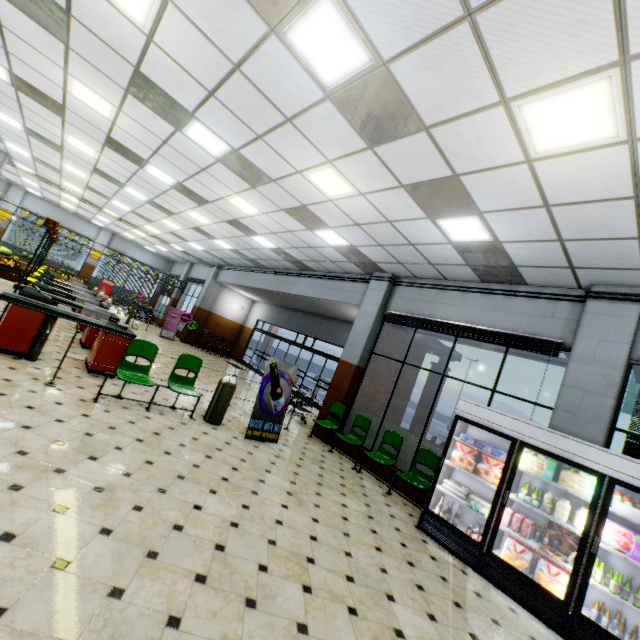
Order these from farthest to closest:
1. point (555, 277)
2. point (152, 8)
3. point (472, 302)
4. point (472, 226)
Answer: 1. point (472, 302)
2. point (555, 277)
3. point (472, 226)
4. point (152, 8)

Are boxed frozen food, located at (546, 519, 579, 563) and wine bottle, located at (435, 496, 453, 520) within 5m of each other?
yes

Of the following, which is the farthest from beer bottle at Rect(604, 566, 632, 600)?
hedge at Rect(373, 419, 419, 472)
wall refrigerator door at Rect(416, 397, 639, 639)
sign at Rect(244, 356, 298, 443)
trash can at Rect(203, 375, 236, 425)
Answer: trash can at Rect(203, 375, 236, 425)

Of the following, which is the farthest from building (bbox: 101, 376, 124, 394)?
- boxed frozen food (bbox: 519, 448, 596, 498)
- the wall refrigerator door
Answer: boxed frozen food (bbox: 519, 448, 596, 498)

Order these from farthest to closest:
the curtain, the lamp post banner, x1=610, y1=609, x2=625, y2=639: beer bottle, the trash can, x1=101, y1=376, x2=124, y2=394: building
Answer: the lamp post banner < the trash can < x1=101, y1=376, x2=124, y2=394: building < the curtain < x1=610, y1=609, x2=625, y2=639: beer bottle

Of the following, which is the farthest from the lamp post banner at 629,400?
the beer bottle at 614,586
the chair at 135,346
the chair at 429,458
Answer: the chair at 135,346

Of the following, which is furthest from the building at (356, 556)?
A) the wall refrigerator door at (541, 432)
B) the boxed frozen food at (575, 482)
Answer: the boxed frozen food at (575, 482)

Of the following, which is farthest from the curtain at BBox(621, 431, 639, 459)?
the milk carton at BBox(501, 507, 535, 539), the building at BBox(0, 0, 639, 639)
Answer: the milk carton at BBox(501, 507, 535, 539)
